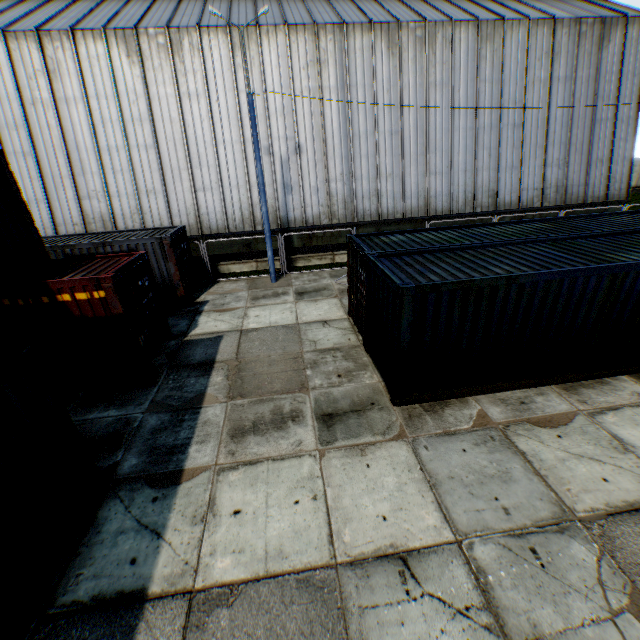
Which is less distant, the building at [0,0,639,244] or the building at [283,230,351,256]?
the building at [0,0,639,244]

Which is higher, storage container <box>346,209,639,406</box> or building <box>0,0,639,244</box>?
building <box>0,0,639,244</box>

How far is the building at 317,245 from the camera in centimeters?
1839cm

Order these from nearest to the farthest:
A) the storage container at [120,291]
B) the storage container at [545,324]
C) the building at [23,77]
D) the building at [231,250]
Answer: the storage container at [120,291], the storage container at [545,324], the building at [23,77], the building at [231,250]

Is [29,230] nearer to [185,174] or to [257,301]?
[257,301]

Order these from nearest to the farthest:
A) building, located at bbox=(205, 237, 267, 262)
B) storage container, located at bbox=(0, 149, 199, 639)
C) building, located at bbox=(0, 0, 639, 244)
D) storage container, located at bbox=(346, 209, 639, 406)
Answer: storage container, located at bbox=(0, 149, 199, 639) → storage container, located at bbox=(346, 209, 639, 406) → building, located at bbox=(0, 0, 639, 244) → building, located at bbox=(205, 237, 267, 262)

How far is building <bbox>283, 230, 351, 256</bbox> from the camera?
18.4m

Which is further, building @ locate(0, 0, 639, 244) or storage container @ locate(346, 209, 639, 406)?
building @ locate(0, 0, 639, 244)
